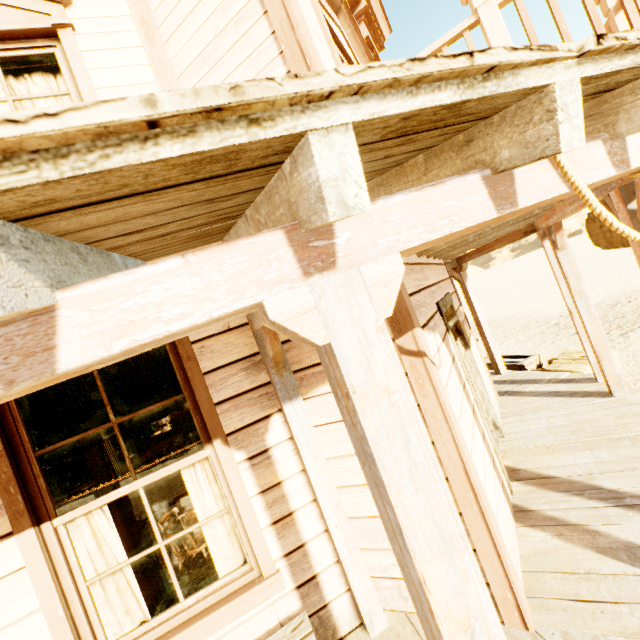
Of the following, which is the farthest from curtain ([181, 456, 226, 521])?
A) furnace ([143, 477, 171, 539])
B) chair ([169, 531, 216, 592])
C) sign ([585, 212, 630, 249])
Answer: sign ([585, 212, 630, 249])

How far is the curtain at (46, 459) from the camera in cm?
246

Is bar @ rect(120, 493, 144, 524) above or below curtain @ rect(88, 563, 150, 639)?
below

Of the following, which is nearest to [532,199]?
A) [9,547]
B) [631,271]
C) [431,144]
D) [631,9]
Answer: [431,144]

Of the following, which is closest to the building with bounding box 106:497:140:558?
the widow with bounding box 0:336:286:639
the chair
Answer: the widow with bounding box 0:336:286:639

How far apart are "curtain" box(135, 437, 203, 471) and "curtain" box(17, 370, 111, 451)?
0.3m

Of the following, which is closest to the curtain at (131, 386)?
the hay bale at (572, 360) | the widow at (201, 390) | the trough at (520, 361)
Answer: the widow at (201, 390)

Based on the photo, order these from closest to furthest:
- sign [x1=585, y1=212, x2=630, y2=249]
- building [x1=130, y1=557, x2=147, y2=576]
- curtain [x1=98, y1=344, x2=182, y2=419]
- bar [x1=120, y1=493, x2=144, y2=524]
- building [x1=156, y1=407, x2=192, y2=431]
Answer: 1. curtain [x1=98, y1=344, x2=182, y2=419]
2. sign [x1=585, y1=212, x2=630, y2=249]
3. building [x1=130, y1=557, x2=147, y2=576]
4. bar [x1=120, y1=493, x2=144, y2=524]
5. building [x1=156, y1=407, x2=192, y2=431]
